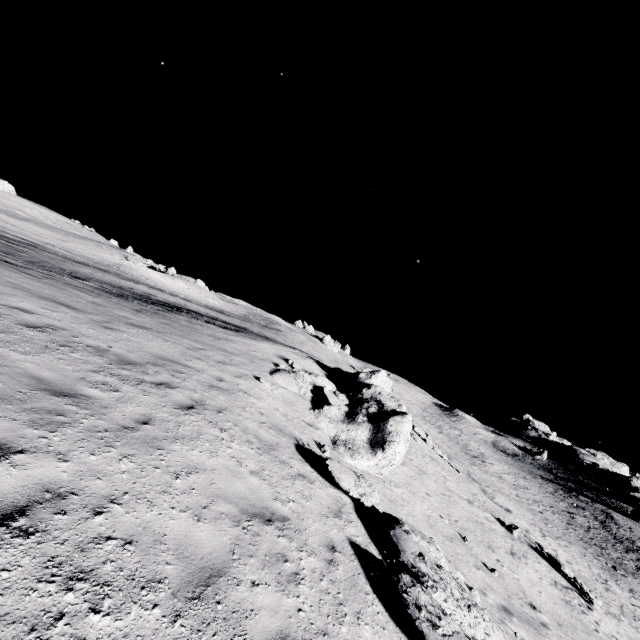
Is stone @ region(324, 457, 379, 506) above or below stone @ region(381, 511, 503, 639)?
above

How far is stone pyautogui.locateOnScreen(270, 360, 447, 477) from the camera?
11.7m

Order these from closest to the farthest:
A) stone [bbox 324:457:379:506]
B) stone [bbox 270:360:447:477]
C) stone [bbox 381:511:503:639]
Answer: stone [bbox 381:511:503:639], stone [bbox 324:457:379:506], stone [bbox 270:360:447:477]

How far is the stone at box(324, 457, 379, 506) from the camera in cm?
798

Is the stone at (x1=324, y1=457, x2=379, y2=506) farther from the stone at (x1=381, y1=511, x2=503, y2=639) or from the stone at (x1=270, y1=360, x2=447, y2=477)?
the stone at (x1=270, y1=360, x2=447, y2=477)

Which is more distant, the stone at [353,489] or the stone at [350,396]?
the stone at [350,396]

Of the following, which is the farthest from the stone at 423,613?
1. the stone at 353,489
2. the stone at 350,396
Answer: the stone at 350,396

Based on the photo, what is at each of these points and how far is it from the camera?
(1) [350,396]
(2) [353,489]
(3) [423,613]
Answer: (1) stone, 17.2m
(2) stone, 8.0m
(3) stone, 5.1m
